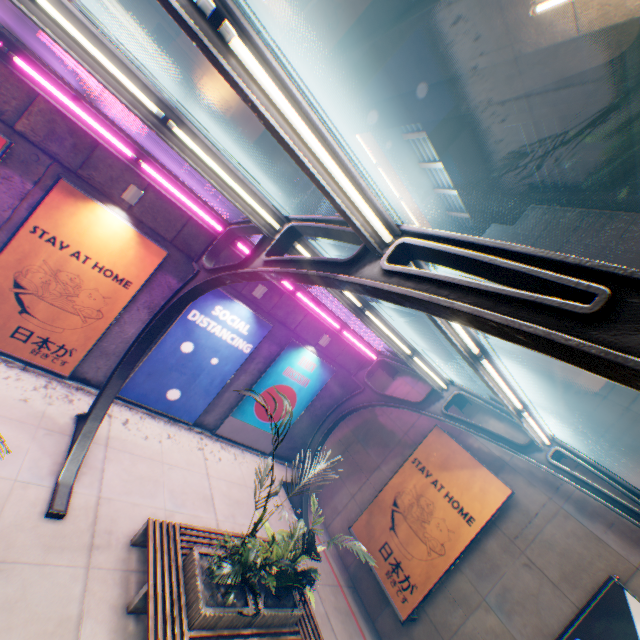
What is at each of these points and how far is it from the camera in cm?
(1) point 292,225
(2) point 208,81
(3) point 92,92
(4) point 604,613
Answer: (1) canopy, 535
(2) building, 2492
(3) concrete block, 695
(4) billboard, 616

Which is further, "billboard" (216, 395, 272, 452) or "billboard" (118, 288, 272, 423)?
"billboard" (216, 395, 272, 452)

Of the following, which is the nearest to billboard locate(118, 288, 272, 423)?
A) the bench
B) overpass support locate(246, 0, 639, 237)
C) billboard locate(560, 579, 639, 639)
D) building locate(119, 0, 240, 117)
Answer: the bench

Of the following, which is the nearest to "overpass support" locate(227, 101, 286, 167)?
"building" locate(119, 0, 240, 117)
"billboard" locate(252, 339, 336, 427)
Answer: "billboard" locate(252, 339, 336, 427)

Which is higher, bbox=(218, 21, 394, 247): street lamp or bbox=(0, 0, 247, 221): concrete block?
bbox=(218, 21, 394, 247): street lamp

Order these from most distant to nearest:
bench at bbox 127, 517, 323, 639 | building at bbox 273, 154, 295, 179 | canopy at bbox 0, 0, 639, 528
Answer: building at bbox 273, 154, 295, 179
bench at bbox 127, 517, 323, 639
canopy at bbox 0, 0, 639, 528

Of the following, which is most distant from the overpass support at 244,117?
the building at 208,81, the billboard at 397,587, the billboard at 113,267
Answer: the building at 208,81

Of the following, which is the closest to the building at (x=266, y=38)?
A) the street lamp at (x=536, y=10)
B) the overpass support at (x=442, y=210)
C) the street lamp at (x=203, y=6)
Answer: the overpass support at (x=442, y=210)
